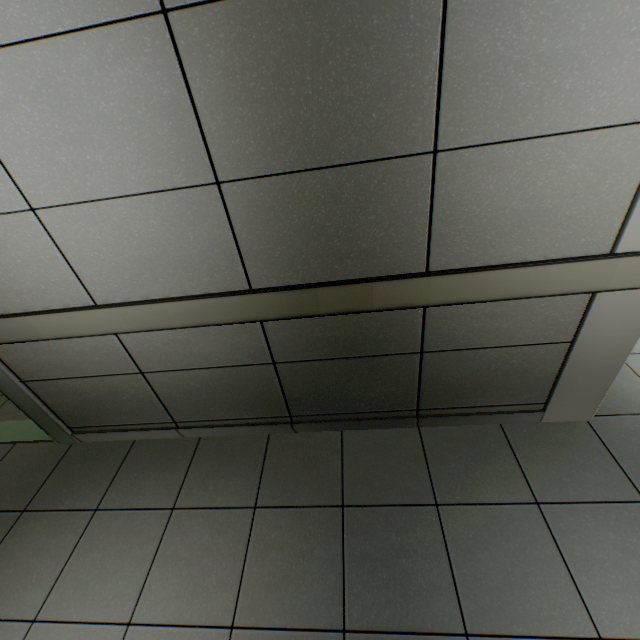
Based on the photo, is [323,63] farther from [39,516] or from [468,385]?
[39,516]
